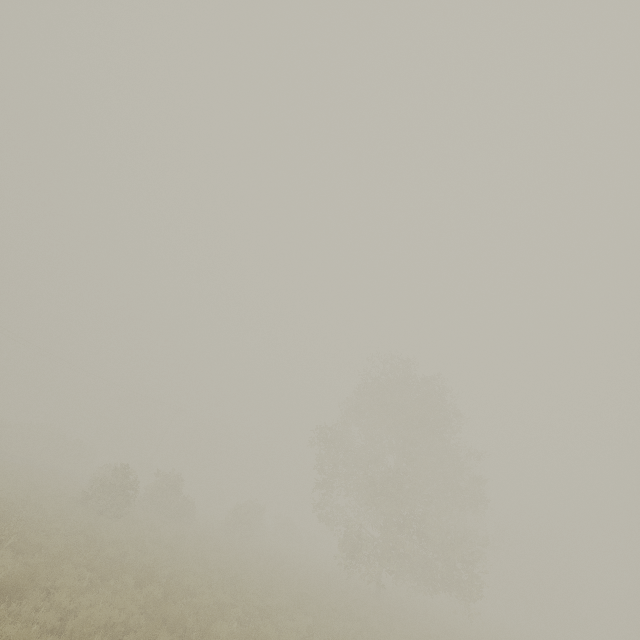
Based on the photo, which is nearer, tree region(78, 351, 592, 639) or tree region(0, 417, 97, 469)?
tree region(78, 351, 592, 639)

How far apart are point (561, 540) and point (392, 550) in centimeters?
4776cm

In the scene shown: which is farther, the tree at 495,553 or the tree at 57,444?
the tree at 57,444
